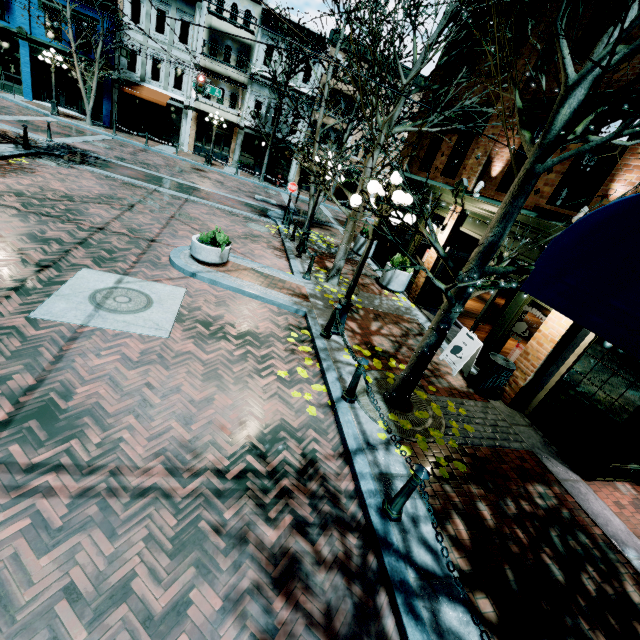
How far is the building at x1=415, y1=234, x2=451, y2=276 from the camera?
10.7m

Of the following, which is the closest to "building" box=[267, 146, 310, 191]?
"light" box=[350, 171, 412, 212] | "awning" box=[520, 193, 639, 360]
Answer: "light" box=[350, 171, 412, 212]

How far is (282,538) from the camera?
3.50m

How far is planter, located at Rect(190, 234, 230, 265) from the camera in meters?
8.4

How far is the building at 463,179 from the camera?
9.05m

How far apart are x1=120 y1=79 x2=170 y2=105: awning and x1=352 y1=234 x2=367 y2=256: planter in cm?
1976

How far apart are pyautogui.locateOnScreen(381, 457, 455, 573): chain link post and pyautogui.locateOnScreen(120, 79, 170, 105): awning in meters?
29.6 m

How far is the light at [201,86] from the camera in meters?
17.5
